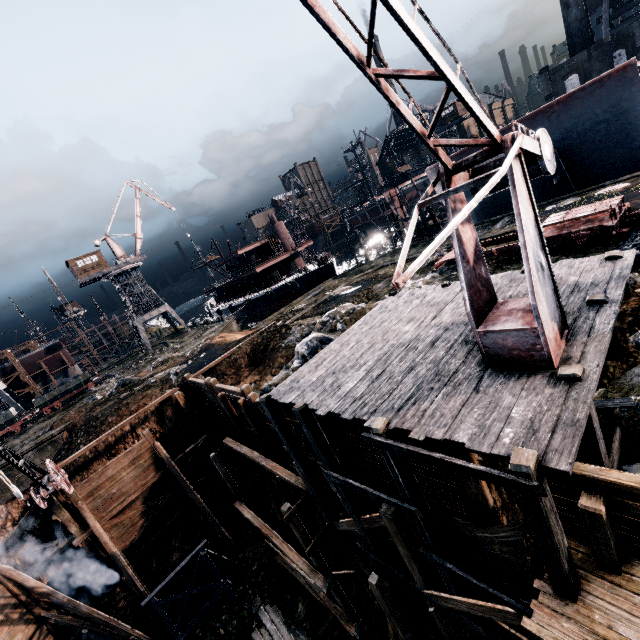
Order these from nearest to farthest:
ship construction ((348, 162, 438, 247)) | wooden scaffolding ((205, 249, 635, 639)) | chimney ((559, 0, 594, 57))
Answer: wooden scaffolding ((205, 249, 635, 639)) < ship construction ((348, 162, 438, 247)) < chimney ((559, 0, 594, 57))

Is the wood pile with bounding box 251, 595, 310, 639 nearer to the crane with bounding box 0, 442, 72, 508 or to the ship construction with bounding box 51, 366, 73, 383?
the crane with bounding box 0, 442, 72, 508

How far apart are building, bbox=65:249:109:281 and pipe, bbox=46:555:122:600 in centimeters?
4043cm

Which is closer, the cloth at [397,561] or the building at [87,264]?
the cloth at [397,561]

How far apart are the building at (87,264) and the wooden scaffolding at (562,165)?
55.9m

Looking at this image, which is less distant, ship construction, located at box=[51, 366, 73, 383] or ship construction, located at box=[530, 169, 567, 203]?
ship construction, located at box=[530, 169, 567, 203]

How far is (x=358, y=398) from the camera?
8.73m

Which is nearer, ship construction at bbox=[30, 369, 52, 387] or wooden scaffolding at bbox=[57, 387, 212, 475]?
wooden scaffolding at bbox=[57, 387, 212, 475]
